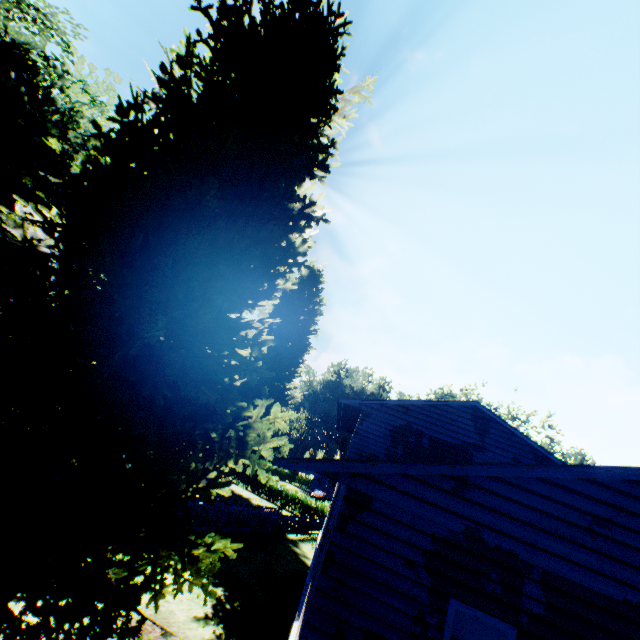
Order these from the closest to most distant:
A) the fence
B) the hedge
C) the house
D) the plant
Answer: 1. the plant
2. the house
3. the fence
4. the hedge

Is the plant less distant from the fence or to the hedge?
the fence

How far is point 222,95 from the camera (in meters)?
6.80

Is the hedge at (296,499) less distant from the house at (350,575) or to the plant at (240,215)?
the plant at (240,215)

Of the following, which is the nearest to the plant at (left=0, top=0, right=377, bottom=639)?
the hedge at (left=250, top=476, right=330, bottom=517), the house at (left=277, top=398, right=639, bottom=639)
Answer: the house at (left=277, top=398, right=639, bottom=639)

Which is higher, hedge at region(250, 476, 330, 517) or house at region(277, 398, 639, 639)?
house at region(277, 398, 639, 639)

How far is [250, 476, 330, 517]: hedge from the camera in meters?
32.1

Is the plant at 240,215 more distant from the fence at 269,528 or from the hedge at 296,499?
the hedge at 296,499
